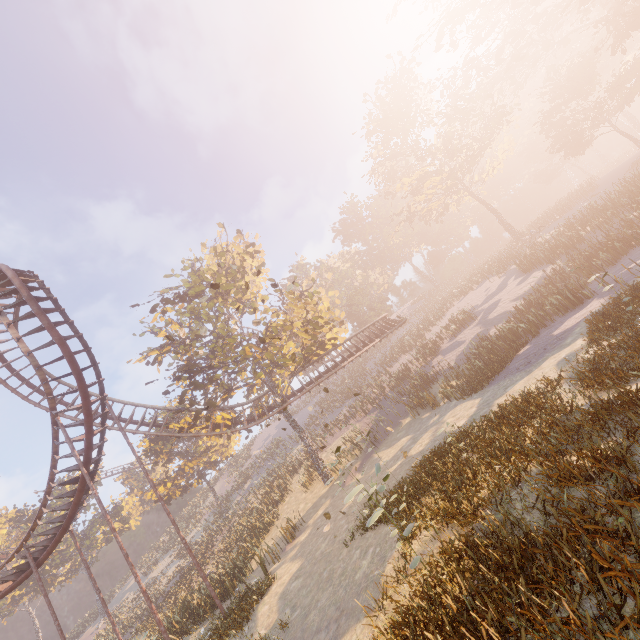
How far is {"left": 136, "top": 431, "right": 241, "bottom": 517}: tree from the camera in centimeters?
3547cm

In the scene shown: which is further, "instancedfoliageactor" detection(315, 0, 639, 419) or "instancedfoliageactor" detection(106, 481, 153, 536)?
"instancedfoliageactor" detection(106, 481, 153, 536)

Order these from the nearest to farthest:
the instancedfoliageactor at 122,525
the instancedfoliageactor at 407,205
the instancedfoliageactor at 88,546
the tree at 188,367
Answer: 1. the instancedfoliageactor at 407,205
2. the tree at 188,367
3. the instancedfoliageactor at 88,546
4. the instancedfoliageactor at 122,525

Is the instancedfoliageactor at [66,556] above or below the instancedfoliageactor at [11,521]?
below

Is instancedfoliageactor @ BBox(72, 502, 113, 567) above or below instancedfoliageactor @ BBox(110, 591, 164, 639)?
above

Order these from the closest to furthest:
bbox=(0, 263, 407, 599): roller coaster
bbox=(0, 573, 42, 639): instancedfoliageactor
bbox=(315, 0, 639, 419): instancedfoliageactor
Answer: bbox=(0, 263, 407, 599): roller coaster → bbox=(315, 0, 639, 419): instancedfoliageactor → bbox=(0, 573, 42, 639): instancedfoliageactor

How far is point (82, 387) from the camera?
15.1m
